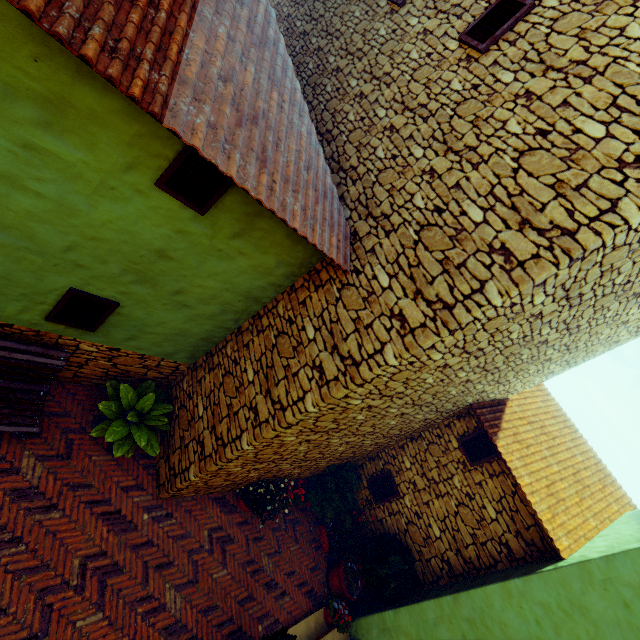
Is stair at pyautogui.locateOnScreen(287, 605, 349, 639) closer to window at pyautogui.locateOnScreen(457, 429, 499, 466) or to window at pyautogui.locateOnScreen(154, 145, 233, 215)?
window at pyautogui.locateOnScreen(457, 429, 499, 466)

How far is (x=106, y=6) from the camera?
2.2 meters

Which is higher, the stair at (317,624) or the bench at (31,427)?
the bench at (31,427)

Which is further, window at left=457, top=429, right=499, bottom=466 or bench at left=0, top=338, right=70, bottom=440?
window at left=457, top=429, right=499, bottom=466

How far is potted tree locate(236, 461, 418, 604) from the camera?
6.43m

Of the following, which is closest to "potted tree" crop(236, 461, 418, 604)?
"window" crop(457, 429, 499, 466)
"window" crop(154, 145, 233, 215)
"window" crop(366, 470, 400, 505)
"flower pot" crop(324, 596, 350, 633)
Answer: "window" crop(366, 470, 400, 505)

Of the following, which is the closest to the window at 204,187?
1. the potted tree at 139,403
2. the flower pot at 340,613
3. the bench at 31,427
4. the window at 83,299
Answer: the window at 83,299

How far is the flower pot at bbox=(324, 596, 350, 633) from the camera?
6.4m
